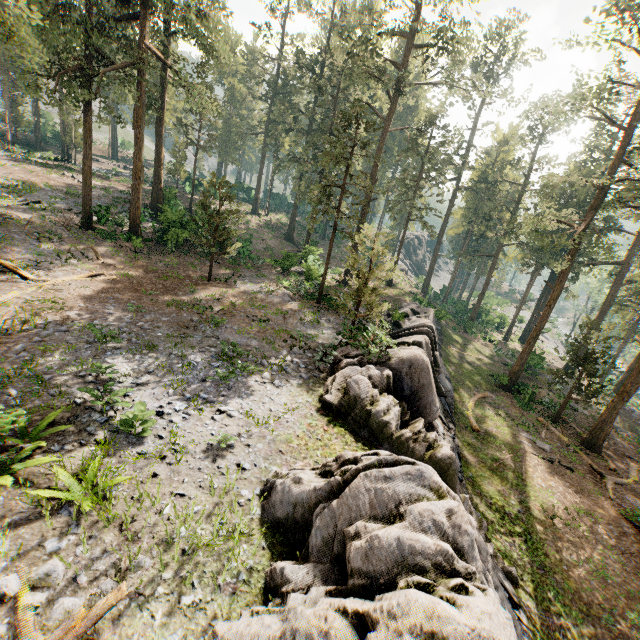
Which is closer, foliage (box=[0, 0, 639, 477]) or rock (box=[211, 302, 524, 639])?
rock (box=[211, 302, 524, 639])

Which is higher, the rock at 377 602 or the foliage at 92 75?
the foliage at 92 75

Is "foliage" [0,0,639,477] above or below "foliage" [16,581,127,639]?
above

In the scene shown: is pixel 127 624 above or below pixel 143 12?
below

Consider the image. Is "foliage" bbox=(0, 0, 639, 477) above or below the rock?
above

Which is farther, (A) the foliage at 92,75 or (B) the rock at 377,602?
(A) the foliage at 92,75

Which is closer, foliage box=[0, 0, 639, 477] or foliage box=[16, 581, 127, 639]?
foliage box=[16, 581, 127, 639]
